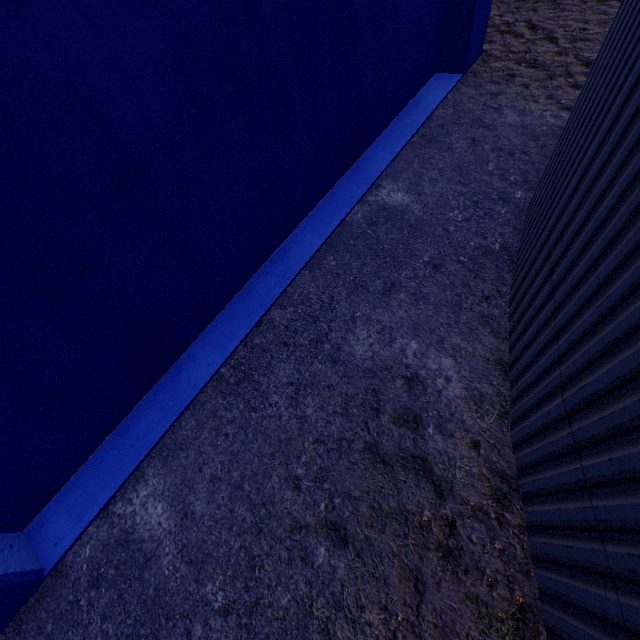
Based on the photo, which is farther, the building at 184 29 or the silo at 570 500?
the building at 184 29

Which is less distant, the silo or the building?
the silo

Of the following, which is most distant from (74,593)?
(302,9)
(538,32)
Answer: (538,32)
